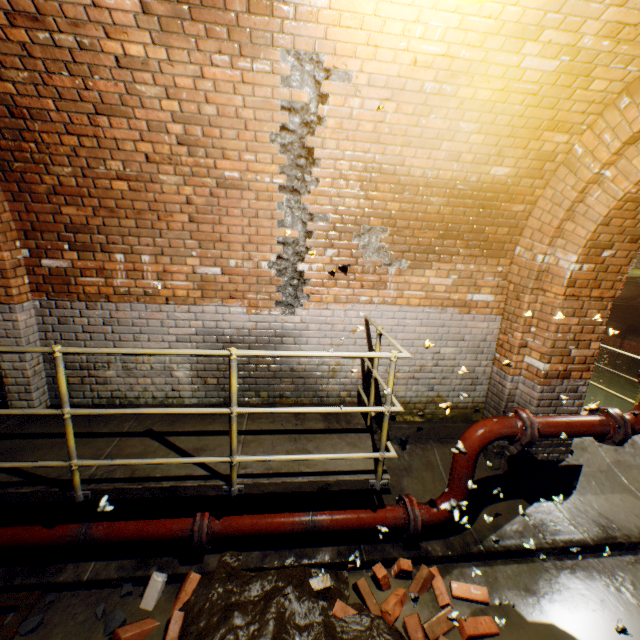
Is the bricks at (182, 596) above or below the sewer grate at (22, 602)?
above

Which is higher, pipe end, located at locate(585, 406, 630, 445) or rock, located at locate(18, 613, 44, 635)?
pipe end, located at locate(585, 406, 630, 445)

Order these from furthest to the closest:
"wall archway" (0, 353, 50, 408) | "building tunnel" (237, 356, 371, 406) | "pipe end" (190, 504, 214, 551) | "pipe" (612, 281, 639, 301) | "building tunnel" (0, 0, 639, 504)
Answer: "pipe" (612, 281, 639, 301)
"building tunnel" (237, 356, 371, 406)
"wall archway" (0, 353, 50, 408)
"pipe end" (190, 504, 214, 551)
"building tunnel" (0, 0, 639, 504)

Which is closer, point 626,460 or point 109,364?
point 109,364

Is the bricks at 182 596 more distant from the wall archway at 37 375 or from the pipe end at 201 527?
the wall archway at 37 375

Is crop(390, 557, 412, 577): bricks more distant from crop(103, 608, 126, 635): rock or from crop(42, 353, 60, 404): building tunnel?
crop(103, 608, 126, 635): rock

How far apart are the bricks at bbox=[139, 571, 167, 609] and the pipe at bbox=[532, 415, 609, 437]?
3.6 meters

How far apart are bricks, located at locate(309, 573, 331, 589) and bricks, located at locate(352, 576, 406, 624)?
0.2m
